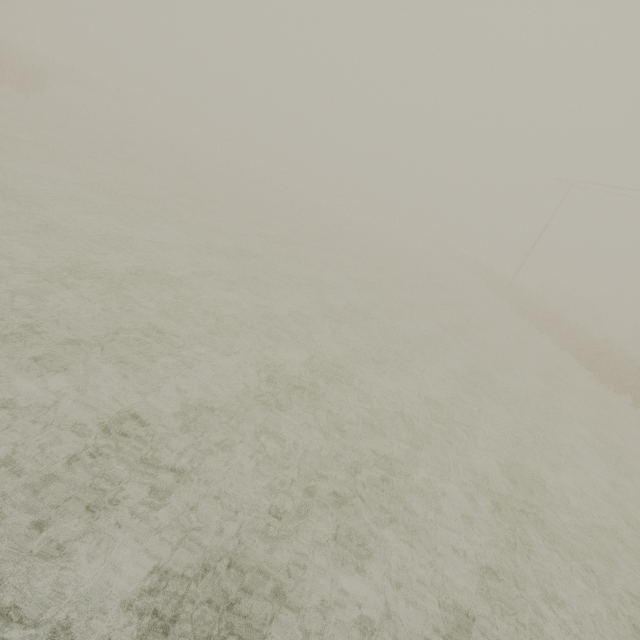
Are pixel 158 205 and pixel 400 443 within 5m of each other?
no

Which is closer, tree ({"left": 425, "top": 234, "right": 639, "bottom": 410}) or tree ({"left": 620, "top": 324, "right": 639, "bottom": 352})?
tree ({"left": 425, "top": 234, "right": 639, "bottom": 410})

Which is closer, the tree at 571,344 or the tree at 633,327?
the tree at 571,344
